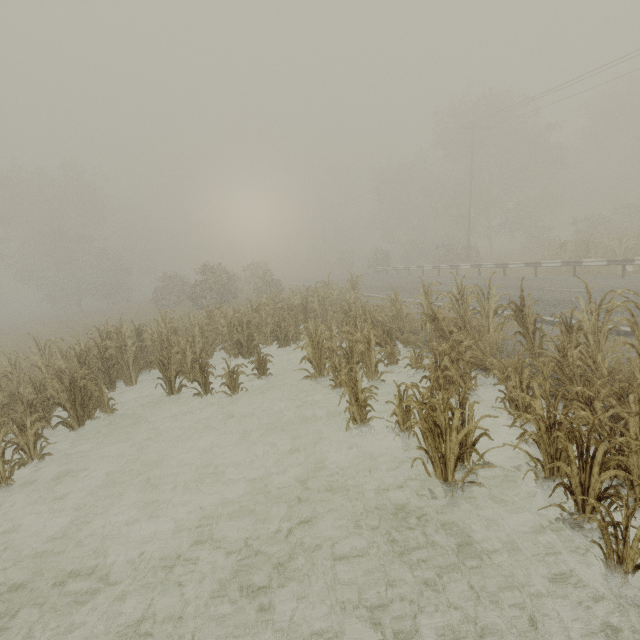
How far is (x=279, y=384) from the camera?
Answer: 9.7m

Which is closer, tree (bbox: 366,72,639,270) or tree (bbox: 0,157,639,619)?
tree (bbox: 0,157,639,619)

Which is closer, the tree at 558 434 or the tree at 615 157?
the tree at 558 434
